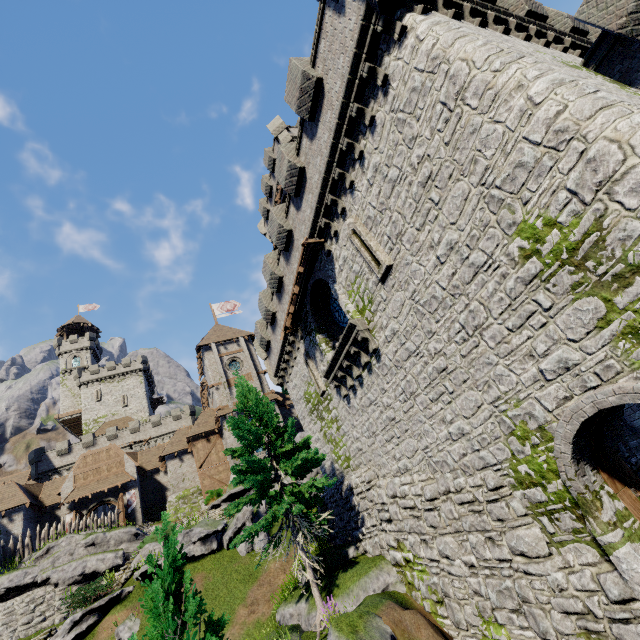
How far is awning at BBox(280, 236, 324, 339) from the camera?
12.8m

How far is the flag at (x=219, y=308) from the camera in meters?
44.9 m

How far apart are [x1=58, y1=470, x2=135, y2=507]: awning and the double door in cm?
45

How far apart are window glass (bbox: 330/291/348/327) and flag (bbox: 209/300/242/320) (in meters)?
31.50

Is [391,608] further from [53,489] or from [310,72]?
[53,489]

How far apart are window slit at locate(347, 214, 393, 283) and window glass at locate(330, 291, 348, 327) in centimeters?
284cm

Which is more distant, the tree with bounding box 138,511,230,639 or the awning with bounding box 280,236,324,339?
the awning with bounding box 280,236,324,339

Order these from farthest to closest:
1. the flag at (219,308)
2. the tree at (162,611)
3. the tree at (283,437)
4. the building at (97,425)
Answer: the building at (97,425)
the flag at (219,308)
the tree at (283,437)
the tree at (162,611)
